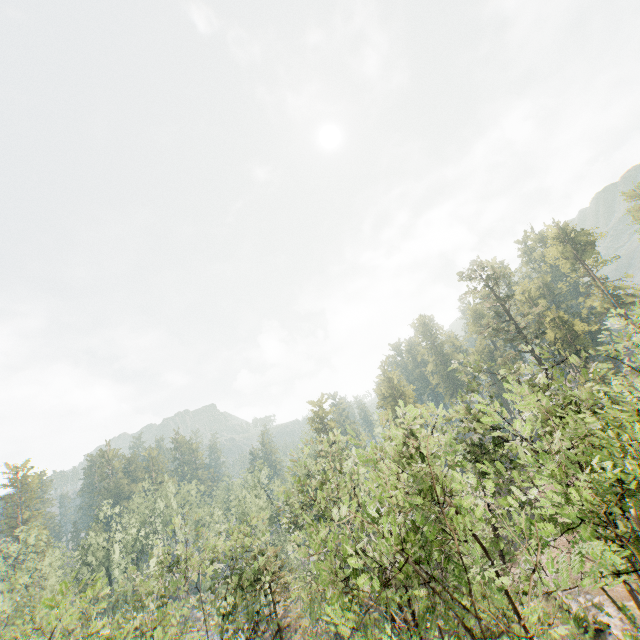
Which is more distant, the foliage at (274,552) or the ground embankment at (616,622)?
the ground embankment at (616,622)

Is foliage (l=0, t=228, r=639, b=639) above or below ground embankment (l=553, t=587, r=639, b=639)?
above

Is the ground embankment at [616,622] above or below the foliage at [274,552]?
below

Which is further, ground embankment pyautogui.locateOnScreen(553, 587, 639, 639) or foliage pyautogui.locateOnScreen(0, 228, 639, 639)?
ground embankment pyautogui.locateOnScreen(553, 587, 639, 639)

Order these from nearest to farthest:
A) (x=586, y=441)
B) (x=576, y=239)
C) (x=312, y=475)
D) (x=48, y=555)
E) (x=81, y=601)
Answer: (x=81, y=601) < (x=586, y=441) < (x=312, y=475) < (x=48, y=555) < (x=576, y=239)
